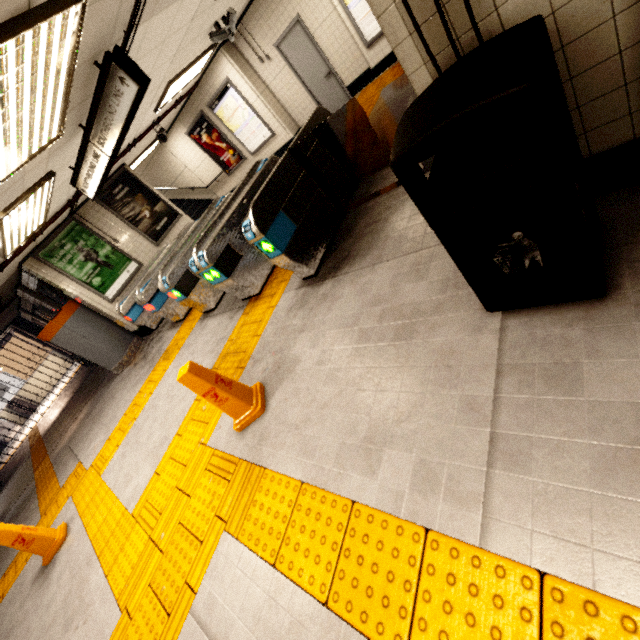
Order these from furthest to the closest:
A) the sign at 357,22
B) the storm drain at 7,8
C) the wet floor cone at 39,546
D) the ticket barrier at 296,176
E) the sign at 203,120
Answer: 1. the sign at 203,120
2. the sign at 357,22
3. the wet floor cone at 39,546
4. the ticket barrier at 296,176
5. the storm drain at 7,8

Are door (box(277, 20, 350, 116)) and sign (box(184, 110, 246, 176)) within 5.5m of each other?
yes

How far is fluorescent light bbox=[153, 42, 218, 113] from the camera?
6.61m

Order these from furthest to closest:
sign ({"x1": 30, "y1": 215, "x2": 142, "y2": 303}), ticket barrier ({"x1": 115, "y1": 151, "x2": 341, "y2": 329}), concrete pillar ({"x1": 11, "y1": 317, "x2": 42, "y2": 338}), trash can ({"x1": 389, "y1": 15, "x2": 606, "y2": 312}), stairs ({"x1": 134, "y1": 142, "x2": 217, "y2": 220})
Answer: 1. concrete pillar ({"x1": 11, "y1": 317, "x2": 42, "y2": 338})
2. stairs ({"x1": 134, "y1": 142, "x2": 217, "y2": 220})
3. sign ({"x1": 30, "y1": 215, "x2": 142, "y2": 303})
4. ticket barrier ({"x1": 115, "y1": 151, "x2": 341, "y2": 329})
5. trash can ({"x1": 389, "y1": 15, "x2": 606, "y2": 312})

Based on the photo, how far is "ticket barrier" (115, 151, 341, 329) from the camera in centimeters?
356cm

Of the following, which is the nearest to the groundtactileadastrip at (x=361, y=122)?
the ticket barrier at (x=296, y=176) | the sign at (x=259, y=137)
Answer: the ticket barrier at (x=296, y=176)

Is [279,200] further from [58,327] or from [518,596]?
[58,327]

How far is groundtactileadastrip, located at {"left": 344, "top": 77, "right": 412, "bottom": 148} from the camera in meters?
5.9 m
